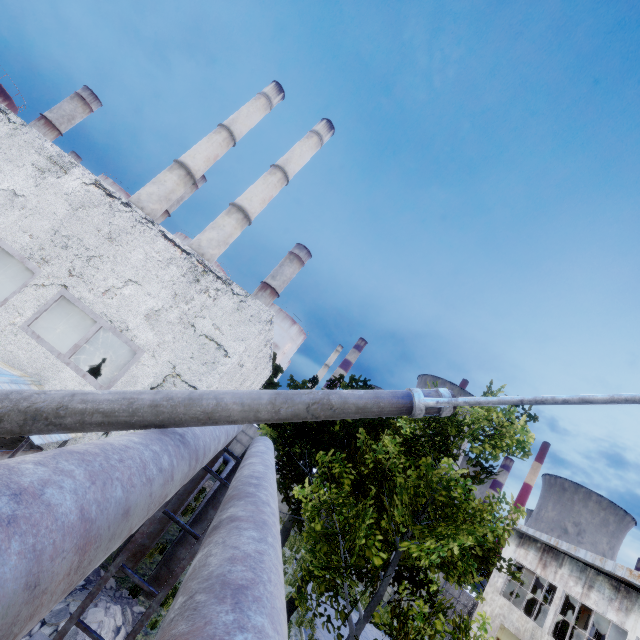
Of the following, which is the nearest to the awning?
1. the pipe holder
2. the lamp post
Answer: the pipe holder

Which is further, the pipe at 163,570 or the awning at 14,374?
the pipe at 163,570

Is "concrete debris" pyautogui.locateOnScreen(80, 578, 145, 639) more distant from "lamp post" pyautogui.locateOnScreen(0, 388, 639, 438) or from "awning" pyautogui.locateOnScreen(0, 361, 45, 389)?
"lamp post" pyautogui.locateOnScreen(0, 388, 639, 438)

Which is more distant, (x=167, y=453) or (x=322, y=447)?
(x=322, y=447)

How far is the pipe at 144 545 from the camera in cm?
731

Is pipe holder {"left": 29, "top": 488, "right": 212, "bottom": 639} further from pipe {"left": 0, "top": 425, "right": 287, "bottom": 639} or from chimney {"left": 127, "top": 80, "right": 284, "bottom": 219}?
chimney {"left": 127, "top": 80, "right": 284, "bottom": 219}

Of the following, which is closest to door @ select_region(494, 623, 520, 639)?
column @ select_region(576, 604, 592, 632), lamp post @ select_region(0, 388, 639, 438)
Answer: column @ select_region(576, 604, 592, 632)

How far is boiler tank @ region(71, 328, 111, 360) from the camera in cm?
2021
